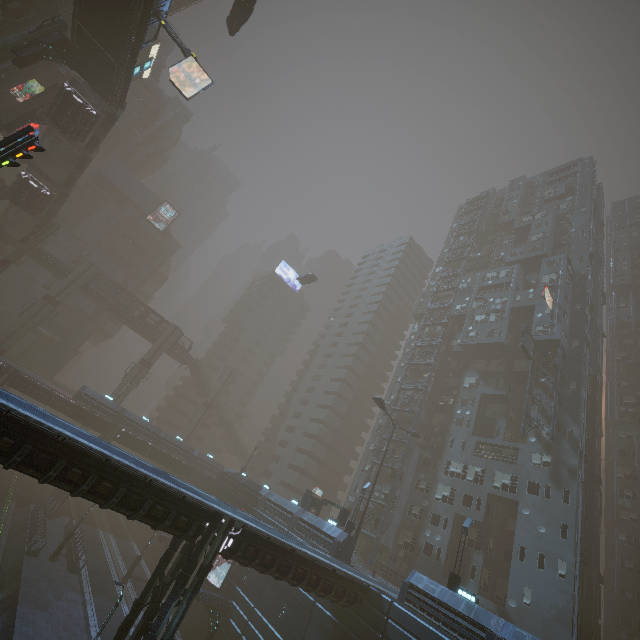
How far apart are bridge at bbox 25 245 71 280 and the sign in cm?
6556

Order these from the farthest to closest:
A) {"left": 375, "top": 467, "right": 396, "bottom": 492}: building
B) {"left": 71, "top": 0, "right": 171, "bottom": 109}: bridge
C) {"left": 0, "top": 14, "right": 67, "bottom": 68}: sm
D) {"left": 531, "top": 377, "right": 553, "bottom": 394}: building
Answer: {"left": 375, "top": 467, "right": 396, "bottom": 492}: building → {"left": 531, "top": 377, "right": 553, "bottom": 394}: building → {"left": 0, "top": 14, "right": 67, "bottom": 68}: sm → {"left": 71, "top": 0, "right": 171, "bottom": 109}: bridge

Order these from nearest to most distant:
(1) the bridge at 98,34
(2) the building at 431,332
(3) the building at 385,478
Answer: (1) the bridge at 98,34 < (3) the building at 385,478 < (2) the building at 431,332

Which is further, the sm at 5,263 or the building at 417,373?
the building at 417,373

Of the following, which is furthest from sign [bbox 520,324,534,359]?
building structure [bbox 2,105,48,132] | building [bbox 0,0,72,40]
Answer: building structure [bbox 2,105,48,132]

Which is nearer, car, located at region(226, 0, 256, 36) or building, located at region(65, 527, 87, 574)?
car, located at region(226, 0, 256, 36)

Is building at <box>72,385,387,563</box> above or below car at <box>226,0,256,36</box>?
below

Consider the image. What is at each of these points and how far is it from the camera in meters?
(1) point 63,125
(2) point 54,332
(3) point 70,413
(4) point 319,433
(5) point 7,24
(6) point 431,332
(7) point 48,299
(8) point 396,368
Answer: (1) bridge, 35.0 m
(2) building, 59.0 m
(3) building, 40.2 m
(4) building, 57.8 m
(5) building, 34.5 m
(6) building, 53.8 m
(7) sm, 48.2 m
(8) building, 55.0 m
